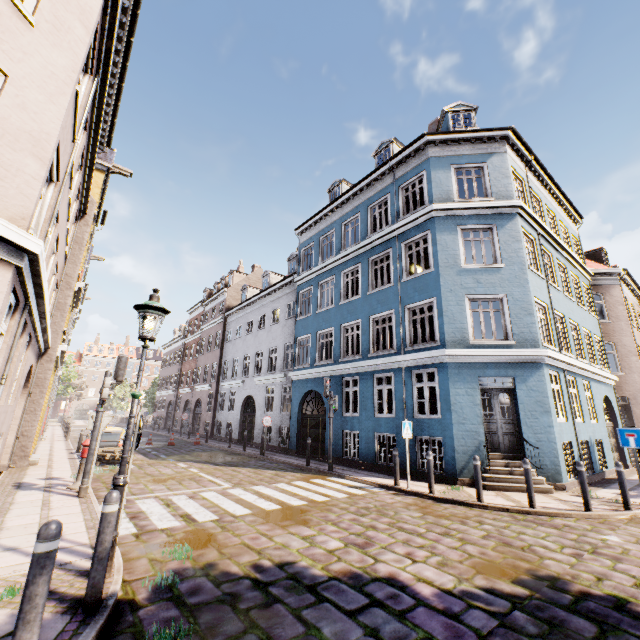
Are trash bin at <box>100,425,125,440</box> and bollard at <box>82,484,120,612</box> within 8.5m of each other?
no

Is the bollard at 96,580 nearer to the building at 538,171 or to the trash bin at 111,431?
the building at 538,171

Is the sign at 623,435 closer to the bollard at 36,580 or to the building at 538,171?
the building at 538,171

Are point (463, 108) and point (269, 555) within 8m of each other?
no

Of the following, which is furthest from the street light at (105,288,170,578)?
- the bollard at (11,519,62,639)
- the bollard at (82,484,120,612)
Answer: the bollard at (11,519,62,639)

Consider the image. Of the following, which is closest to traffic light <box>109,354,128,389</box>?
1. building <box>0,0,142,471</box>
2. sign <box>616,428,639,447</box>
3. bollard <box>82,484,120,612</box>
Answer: building <box>0,0,142,471</box>

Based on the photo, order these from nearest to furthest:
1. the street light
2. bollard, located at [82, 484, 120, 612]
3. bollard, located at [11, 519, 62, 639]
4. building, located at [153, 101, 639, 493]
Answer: bollard, located at [11, 519, 62, 639] < bollard, located at [82, 484, 120, 612] < the street light < building, located at [153, 101, 639, 493]

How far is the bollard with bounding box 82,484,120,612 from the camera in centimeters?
337cm
